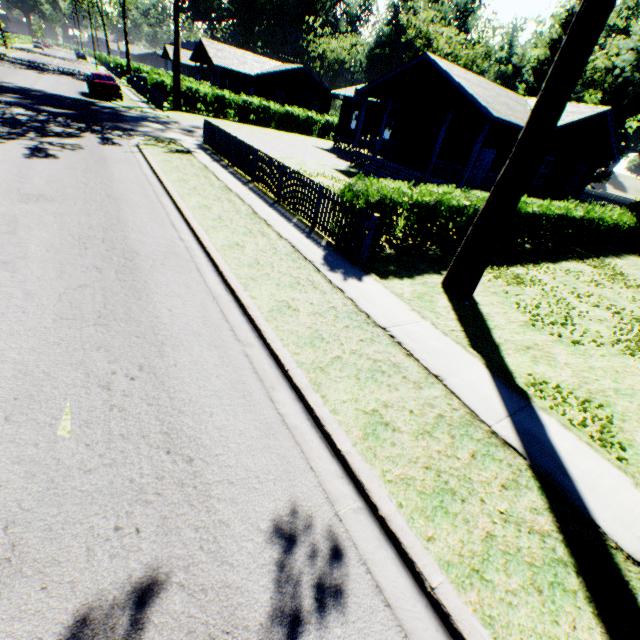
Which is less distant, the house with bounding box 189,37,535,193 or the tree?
the tree

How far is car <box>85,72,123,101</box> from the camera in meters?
24.1 m

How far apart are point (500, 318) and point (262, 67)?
45.4m

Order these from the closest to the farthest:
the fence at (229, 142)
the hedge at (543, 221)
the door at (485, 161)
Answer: the fence at (229, 142)
the hedge at (543, 221)
the door at (485, 161)

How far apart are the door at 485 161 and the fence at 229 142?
16.14m

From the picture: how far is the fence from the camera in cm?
920

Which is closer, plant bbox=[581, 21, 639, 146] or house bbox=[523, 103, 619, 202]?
house bbox=[523, 103, 619, 202]

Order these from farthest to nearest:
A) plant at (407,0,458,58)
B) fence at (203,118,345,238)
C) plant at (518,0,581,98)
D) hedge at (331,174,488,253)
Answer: plant at (407,0,458,58), plant at (518,0,581,98), fence at (203,118,345,238), hedge at (331,174,488,253)
